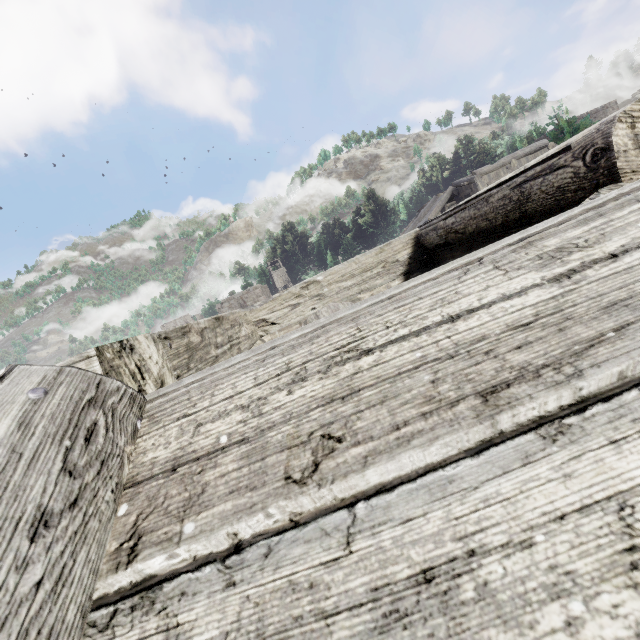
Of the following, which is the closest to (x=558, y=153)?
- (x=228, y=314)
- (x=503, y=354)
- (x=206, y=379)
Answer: (x=503, y=354)
